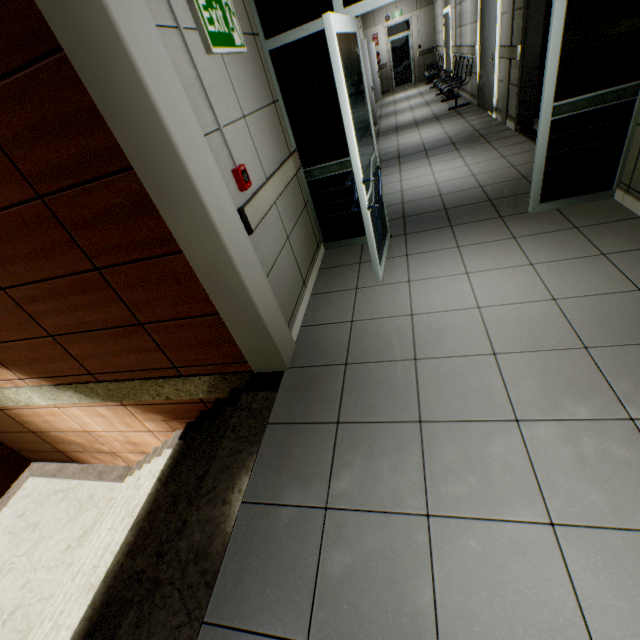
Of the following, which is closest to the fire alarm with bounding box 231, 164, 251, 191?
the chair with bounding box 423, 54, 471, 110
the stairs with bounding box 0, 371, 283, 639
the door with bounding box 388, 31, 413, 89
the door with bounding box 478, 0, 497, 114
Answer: the stairs with bounding box 0, 371, 283, 639

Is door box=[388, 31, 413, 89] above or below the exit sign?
below

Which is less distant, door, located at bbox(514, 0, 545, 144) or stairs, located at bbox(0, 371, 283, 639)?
stairs, located at bbox(0, 371, 283, 639)

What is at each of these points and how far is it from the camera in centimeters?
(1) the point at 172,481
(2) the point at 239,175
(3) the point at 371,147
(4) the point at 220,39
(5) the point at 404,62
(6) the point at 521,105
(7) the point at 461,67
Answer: (1) stairs, 264cm
(2) fire alarm, 209cm
(3) doorway, 308cm
(4) exit sign, 205cm
(5) door, 1512cm
(6) door, 524cm
(7) chair, 902cm

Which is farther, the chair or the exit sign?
the chair

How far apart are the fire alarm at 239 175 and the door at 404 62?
17.52m

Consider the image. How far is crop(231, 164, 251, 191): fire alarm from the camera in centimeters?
209cm

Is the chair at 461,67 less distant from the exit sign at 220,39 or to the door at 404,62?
the door at 404,62
